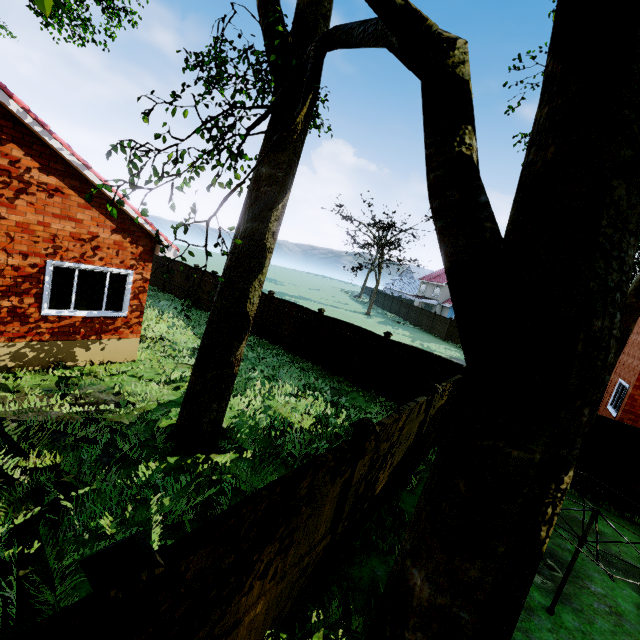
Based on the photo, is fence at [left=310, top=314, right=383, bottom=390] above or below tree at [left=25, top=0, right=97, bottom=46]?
below

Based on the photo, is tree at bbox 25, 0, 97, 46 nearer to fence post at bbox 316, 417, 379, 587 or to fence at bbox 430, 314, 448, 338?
fence at bbox 430, 314, 448, 338

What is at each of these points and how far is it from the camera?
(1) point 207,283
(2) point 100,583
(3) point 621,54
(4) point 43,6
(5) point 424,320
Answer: (1) fence, 19.1m
(2) fence post, 1.7m
(3) tree, 0.9m
(4) tree, 1.4m
(5) fence, 38.5m

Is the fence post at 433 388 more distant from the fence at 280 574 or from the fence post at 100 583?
the fence post at 100 583

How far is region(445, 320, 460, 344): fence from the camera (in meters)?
32.94

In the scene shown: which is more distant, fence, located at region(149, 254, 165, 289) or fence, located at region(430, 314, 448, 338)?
fence, located at region(430, 314, 448, 338)

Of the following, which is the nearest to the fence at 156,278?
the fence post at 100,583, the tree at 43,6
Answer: the fence post at 100,583
